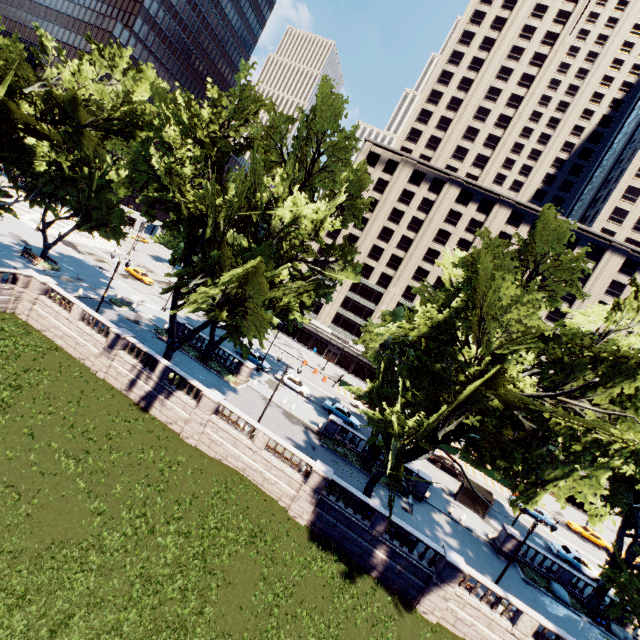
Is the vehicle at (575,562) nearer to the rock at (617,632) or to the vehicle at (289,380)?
the rock at (617,632)

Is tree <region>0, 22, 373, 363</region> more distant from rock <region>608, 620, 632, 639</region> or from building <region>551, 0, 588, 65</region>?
building <region>551, 0, 588, 65</region>

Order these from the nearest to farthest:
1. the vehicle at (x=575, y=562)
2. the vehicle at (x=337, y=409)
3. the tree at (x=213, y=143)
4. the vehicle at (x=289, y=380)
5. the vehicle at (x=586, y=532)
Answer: the tree at (x=213, y=143) < the vehicle at (x=575, y=562) < the vehicle at (x=337, y=409) < the vehicle at (x=289, y=380) < the vehicle at (x=586, y=532)

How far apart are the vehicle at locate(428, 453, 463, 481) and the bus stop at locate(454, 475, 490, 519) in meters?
5.4 m

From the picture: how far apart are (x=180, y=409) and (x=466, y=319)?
22.11m

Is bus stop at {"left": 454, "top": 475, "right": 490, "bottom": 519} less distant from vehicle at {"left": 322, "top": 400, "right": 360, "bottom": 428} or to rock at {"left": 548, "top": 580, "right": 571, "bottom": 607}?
rock at {"left": 548, "top": 580, "right": 571, "bottom": 607}

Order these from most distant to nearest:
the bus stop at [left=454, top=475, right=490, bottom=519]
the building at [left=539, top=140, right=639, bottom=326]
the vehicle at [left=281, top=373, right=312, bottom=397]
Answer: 1. the building at [left=539, top=140, right=639, bottom=326]
2. the vehicle at [left=281, top=373, right=312, bottom=397]
3. the bus stop at [left=454, top=475, right=490, bottom=519]

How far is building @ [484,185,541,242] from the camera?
58.8 meters
